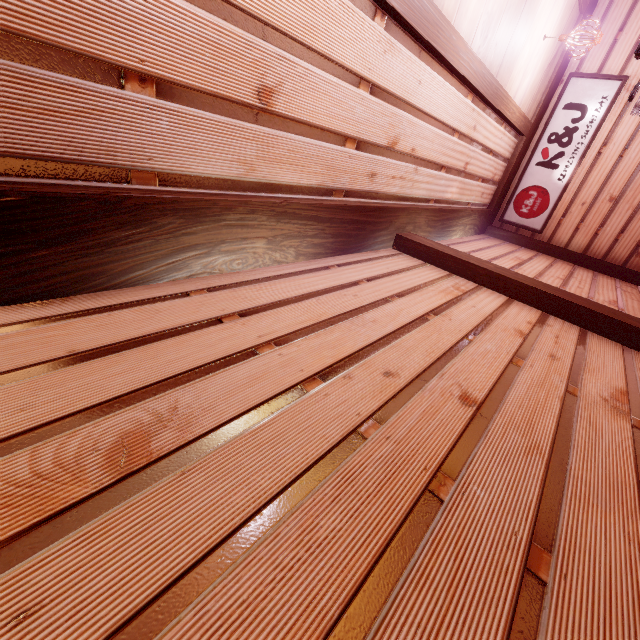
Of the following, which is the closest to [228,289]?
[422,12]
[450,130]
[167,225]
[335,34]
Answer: [167,225]

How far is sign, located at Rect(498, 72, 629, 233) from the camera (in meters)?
10.53

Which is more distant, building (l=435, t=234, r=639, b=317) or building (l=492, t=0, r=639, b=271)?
building (l=492, t=0, r=639, b=271)

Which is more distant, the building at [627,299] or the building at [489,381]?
the building at [627,299]

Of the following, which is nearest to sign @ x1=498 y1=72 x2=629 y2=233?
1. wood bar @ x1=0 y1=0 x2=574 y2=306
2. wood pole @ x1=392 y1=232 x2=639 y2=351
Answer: wood bar @ x1=0 y1=0 x2=574 y2=306

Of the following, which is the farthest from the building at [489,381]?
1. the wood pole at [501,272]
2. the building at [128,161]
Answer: the building at [128,161]

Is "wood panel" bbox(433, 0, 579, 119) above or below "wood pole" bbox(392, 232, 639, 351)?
above

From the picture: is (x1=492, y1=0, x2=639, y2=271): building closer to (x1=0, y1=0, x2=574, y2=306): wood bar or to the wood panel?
(x1=0, y1=0, x2=574, y2=306): wood bar
